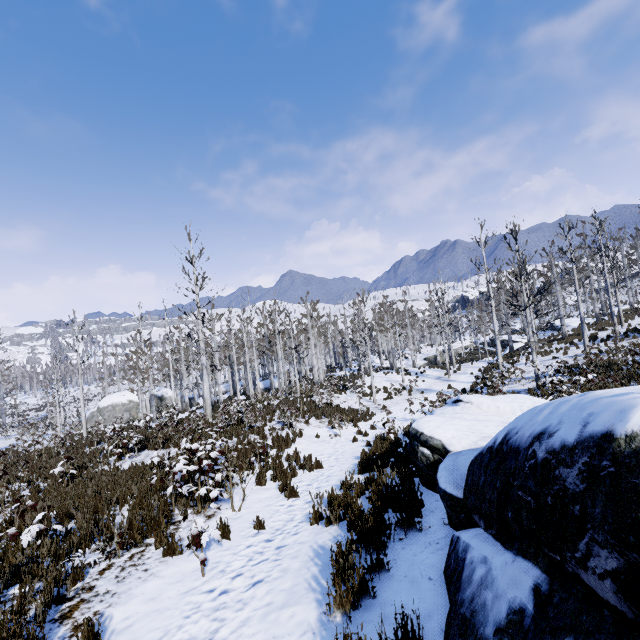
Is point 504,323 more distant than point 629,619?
Yes

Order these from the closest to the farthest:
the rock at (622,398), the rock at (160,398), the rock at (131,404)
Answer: the rock at (622,398)
the rock at (131,404)
the rock at (160,398)

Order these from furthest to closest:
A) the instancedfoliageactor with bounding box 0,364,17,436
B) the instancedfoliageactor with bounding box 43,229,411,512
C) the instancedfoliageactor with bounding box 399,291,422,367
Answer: the instancedfoliageactor with bounding box 399,291,422,367 < the instancedfoliageactor with bounding box 0,364,17,436 < the instancedfoliageactor with bounding box 43,229,411,512

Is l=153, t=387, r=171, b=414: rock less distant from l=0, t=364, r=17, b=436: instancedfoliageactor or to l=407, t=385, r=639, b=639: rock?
l=0, t=364, r=17, b=436: instancedfoliageactor

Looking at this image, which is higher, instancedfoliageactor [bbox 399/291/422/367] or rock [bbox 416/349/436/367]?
instancedfoliageactor [bbox 399/291/422/367]

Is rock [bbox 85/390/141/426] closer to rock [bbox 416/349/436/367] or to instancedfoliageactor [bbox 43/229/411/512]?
instancedfoliageactor [bbox 43/229/411/512]

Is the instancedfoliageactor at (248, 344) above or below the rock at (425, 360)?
above

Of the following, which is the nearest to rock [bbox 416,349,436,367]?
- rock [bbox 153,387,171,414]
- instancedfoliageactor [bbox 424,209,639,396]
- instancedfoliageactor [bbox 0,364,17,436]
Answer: instancedfoliageactor [bbox 424,209,639,396]
